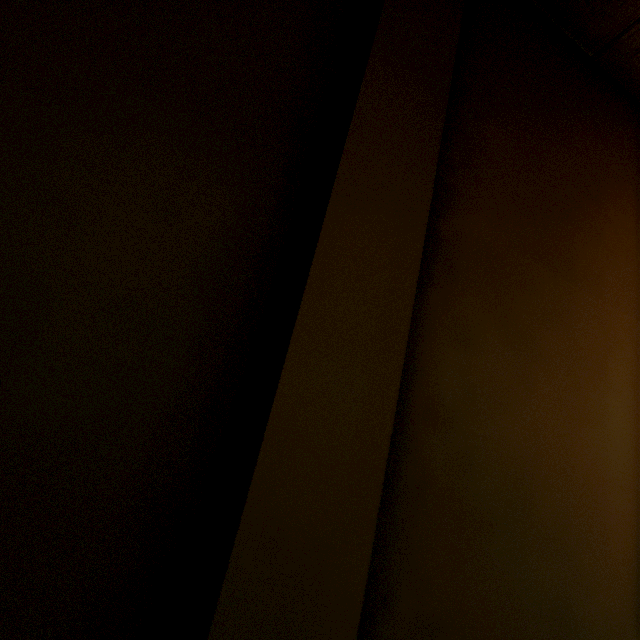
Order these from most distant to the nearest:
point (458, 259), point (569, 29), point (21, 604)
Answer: point (569, 29)
point (458, 259)
point (21, 604)
